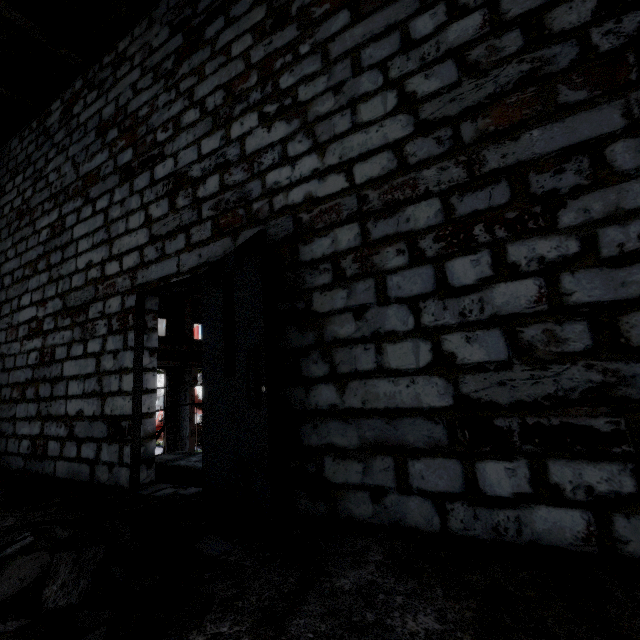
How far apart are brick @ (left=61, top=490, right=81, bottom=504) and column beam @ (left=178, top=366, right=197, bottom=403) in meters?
13.5

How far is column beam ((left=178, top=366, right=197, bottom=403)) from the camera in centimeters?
1609cm

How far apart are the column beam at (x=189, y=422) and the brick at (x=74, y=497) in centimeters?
1353cm

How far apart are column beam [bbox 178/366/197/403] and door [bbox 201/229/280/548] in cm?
1422

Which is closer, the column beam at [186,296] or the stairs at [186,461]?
the stairs at [186,461]

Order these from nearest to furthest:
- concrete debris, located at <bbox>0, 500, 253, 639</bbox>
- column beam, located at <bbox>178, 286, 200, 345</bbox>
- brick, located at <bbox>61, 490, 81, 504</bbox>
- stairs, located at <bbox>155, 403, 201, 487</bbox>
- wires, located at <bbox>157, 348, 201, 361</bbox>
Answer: concrete debris, located at <bbox>0, 500, 253, 639</bbox>
brick, located at <bbox>61, 490, 81, 504</bbox>
stairs, located at <bbox>155, 403, 201, 487</bbox>
wires, located at <bbox>157, 348, 201, 361</bbox>
column beam, located at <bbox>178, 286, 200, 345</bbox>

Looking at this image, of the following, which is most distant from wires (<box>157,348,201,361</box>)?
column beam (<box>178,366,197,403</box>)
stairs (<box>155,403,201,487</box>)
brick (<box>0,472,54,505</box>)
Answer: brick (<box>0,472,54,505</box>)

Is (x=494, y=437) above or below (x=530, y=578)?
above
